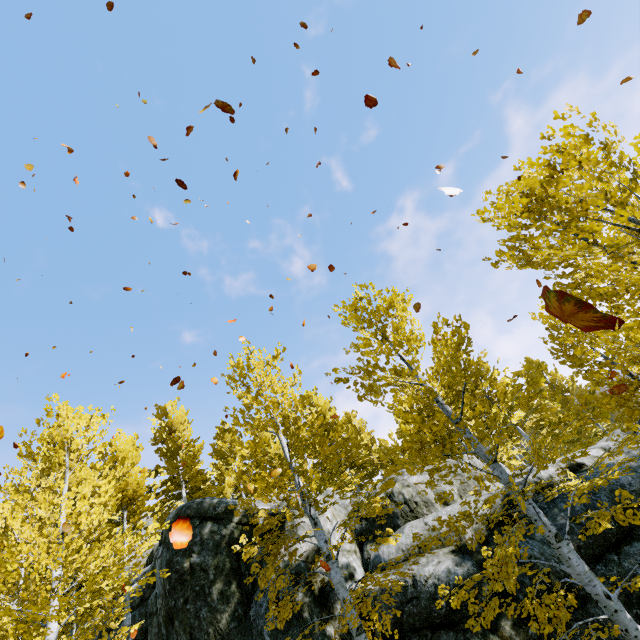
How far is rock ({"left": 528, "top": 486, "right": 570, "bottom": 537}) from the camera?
7.7 meters

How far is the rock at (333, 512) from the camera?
10.69m

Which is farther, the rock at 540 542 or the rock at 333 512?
the rock at 333 512

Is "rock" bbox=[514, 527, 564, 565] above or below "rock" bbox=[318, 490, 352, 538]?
below

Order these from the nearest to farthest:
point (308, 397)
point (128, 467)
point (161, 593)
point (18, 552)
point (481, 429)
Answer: point (18, 552)
point (128, 467)
point (161, 593)
point (481, 429)
point (308, 397)

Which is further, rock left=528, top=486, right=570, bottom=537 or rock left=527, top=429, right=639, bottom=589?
rock left=528, top=486, right=570, bottom=537
